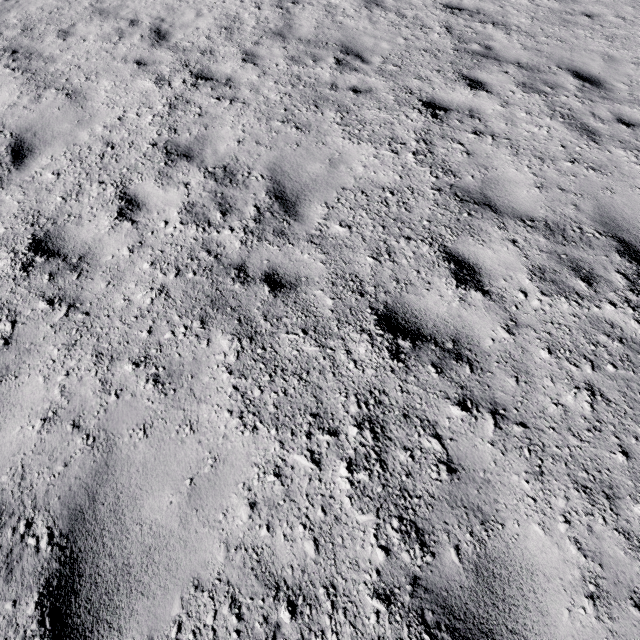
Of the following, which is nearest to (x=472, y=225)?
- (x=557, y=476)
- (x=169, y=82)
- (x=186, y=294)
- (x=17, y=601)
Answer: (x=557, y=476)
